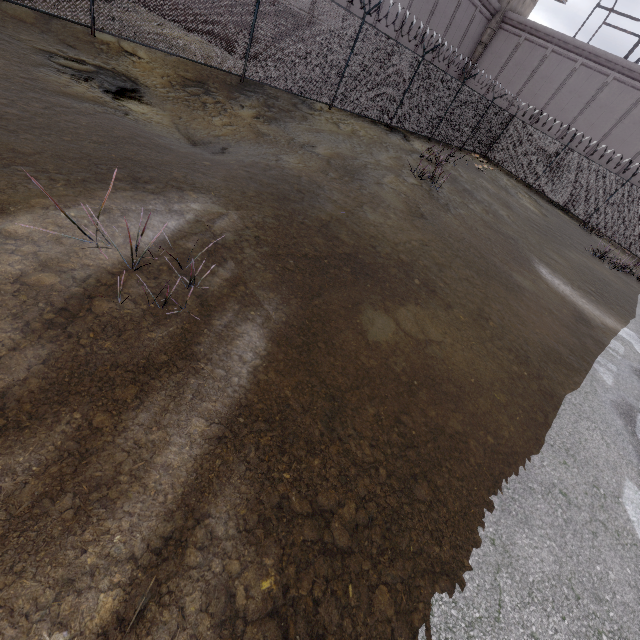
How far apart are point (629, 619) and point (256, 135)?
11.47m

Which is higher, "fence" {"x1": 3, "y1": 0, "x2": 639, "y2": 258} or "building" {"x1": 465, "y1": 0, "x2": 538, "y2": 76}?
"building" {"x1": 465, "y1": 0, "x2": 538, "y2": 76}

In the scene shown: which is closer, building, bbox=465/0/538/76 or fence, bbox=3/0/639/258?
fence, bbox=3/0/639/258

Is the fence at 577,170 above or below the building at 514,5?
below

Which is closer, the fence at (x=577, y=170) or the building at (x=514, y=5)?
the fence at (x=577, y=170)
